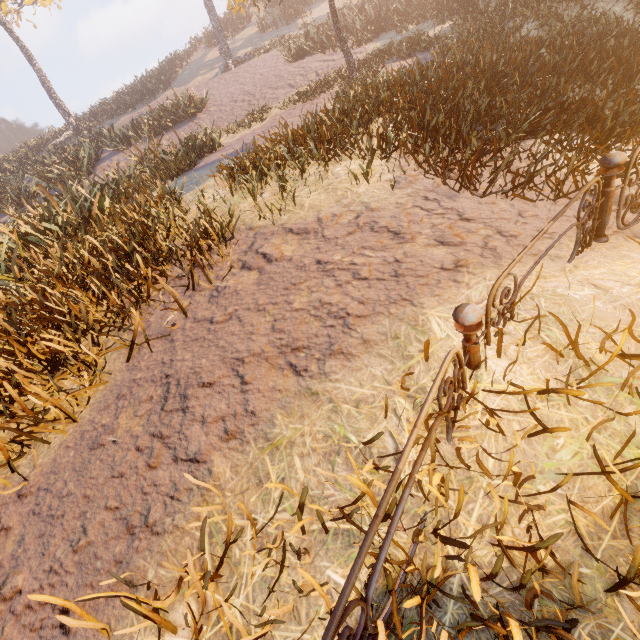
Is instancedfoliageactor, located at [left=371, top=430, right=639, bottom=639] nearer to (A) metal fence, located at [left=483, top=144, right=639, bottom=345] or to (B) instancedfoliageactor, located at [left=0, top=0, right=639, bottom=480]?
(A) metal fence, located at [left=483, top=144, right=639, bottom=345]

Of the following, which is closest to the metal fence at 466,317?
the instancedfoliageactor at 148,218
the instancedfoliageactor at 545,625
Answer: the instancedfoliageactor at 545,625

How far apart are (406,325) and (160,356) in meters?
2.1

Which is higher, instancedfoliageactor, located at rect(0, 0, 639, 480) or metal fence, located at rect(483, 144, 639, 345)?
instancedfoliageactor, located at rect(0, 0, 639, 480)

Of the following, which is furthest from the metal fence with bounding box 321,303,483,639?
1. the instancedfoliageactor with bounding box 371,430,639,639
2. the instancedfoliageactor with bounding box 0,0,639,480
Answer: the instancedfoliageactor with bounding box 0,0,639,480

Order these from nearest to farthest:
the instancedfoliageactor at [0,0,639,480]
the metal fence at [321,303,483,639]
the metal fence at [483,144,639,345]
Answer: the metal fence at [321,303,483,639] < the metal fence at [483,144,639,345] < the instancedfoliageactor at [0,0,639,480]
